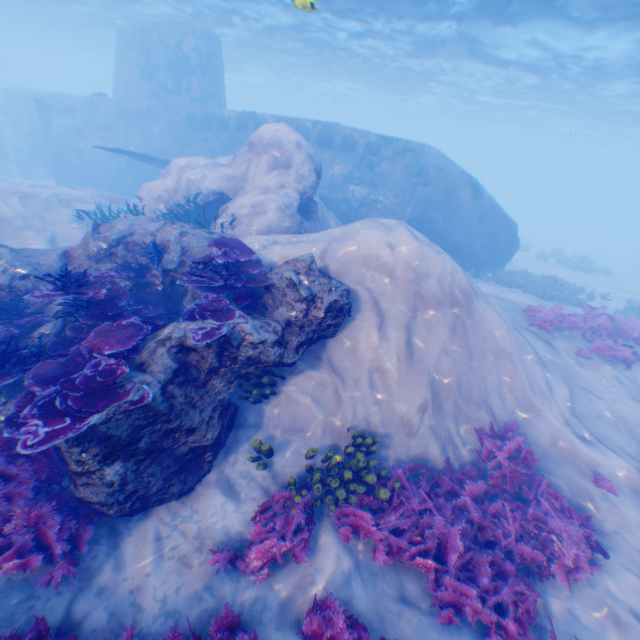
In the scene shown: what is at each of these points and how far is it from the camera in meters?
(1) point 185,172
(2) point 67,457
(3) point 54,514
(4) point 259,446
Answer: (1) rock, 12.5 m
(2) rock, 4.3 m
(3) instancedfoliageactor, 4.3 m
(4) instancedfoliageactor, 5.9 m

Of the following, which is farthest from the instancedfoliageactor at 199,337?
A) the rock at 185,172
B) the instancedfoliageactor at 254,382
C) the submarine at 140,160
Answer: the submarine at 140,160

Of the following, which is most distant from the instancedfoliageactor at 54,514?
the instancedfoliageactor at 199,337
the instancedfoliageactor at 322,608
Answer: the instancedfoliageactor at 199,337

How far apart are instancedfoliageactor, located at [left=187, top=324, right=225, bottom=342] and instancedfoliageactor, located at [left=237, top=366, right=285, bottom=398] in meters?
1.0

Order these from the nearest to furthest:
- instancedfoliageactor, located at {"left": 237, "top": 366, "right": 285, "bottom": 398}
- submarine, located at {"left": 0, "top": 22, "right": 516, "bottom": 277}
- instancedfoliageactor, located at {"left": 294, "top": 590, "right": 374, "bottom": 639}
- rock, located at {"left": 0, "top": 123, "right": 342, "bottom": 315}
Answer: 1. instancedfoliageactor, located at {"left": 294, "top": 590, "right": 374, "bottom": 639}
2. instancedfoliageactor, located at {"left": 237, "top": 366, "right": 285, "bottom": 398}
3. rock, located at {"left": 0, "top": 123, "right": 342, "bottom": 315}
4. submarine, located at {"left": 0, "top": 22, "right": 516, "bottom": 277}

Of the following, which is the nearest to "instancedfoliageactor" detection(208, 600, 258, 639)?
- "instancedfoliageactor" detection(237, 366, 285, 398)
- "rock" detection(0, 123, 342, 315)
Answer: "rock" detection(0, 123, 342, 315)

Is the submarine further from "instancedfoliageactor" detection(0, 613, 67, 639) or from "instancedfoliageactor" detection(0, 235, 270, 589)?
"instancedfoliageactor" detection(0, 235, 270, 589)
